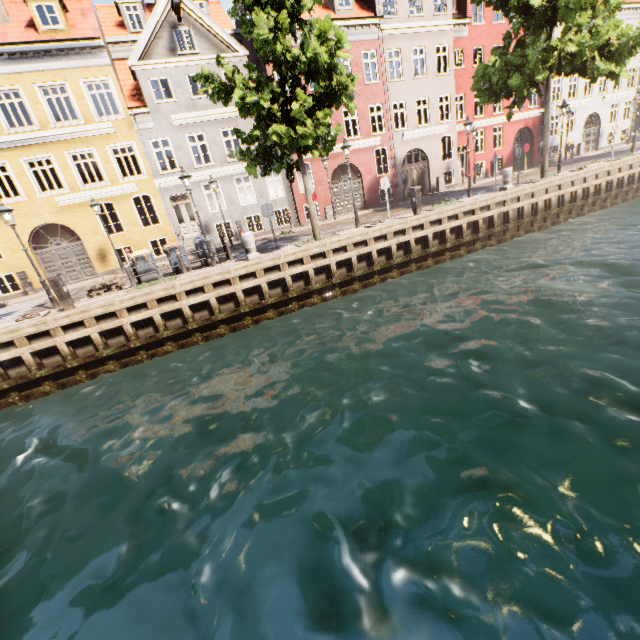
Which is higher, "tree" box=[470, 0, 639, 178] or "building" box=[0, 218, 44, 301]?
"tree" box=[470, 0, 639, 178]

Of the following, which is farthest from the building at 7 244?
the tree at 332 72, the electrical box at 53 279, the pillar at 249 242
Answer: the pillar at 249 242

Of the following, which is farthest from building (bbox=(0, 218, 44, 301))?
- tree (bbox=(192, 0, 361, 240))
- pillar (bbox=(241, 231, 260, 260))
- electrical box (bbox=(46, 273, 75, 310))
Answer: Answer: pillar (bbox=(241, 231, 260, 260))

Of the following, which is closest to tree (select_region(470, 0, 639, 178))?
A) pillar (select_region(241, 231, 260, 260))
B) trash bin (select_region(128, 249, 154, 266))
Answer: pillar (select_region(241, 231, 260, 260))

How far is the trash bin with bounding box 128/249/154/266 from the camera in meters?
12.8

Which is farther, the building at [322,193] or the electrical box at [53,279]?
the building at [322,193]

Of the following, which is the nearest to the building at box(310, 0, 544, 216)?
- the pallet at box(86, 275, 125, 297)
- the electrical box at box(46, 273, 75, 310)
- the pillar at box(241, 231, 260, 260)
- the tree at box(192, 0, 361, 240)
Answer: the tree at box(192, 0, 361, 240)

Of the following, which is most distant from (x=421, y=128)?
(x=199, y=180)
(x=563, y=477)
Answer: (x=563, y=477)
